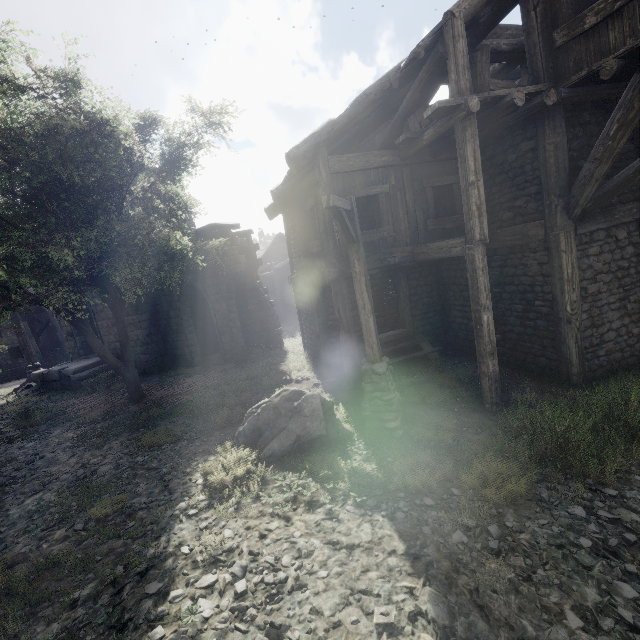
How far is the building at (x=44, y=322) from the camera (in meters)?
15.03

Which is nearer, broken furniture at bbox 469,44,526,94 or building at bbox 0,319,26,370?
broken furniture at bbox 469,44,526,94

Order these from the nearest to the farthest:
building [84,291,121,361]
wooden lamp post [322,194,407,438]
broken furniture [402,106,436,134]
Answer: wooden lamp post [322,194,407,438] → broken furniture [402,106,436,134] → building [84,291,121,361]

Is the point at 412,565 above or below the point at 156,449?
below

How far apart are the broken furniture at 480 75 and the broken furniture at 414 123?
0.5 meters

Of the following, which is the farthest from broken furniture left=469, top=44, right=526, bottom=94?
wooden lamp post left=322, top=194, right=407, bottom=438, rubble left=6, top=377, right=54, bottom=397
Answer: rubble left=6, top=377, right=54, bottom=397

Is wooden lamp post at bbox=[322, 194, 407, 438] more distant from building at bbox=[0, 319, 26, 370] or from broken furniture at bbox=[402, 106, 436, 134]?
broken furniture at bbox=[402, 106, 436, 134]

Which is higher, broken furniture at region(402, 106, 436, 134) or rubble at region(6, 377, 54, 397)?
broken furniture at region(402, 106, 436, 134)
